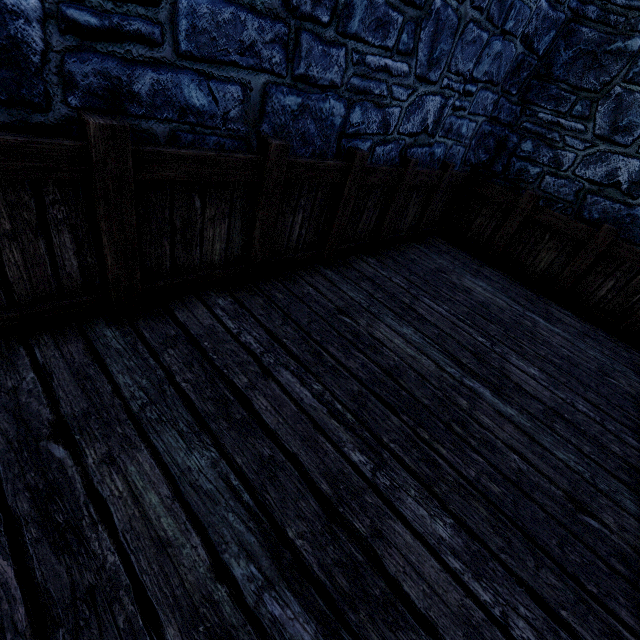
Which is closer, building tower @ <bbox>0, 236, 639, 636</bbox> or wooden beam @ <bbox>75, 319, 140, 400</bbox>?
building tower @ <bbox>0, 236, 639, 636</bbox>

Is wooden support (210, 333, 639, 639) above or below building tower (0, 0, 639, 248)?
below

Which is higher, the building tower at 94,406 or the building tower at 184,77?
the building tower at 184,77

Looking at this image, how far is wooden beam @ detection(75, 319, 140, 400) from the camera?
1.68m

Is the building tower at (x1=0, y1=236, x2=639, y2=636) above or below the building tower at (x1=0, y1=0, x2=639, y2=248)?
below

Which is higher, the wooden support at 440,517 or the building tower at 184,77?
the building tower at 184,77

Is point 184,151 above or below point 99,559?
above

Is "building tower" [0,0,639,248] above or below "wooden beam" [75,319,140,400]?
above
